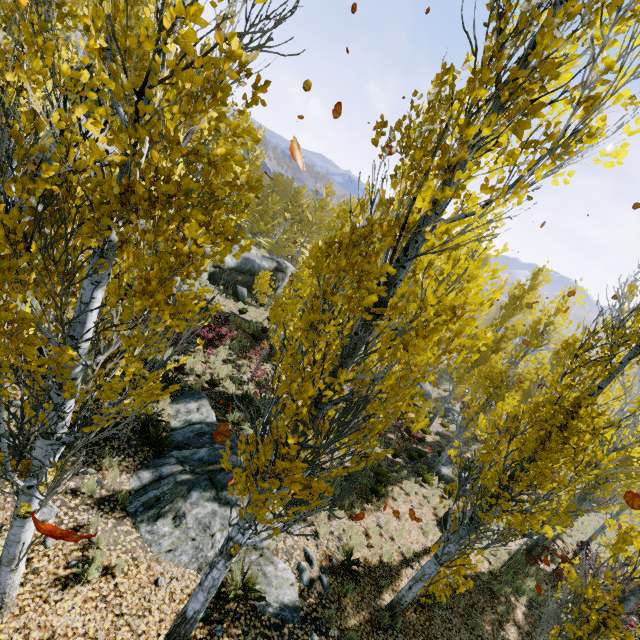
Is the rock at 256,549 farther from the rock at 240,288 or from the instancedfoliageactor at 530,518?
the rock at 240,288

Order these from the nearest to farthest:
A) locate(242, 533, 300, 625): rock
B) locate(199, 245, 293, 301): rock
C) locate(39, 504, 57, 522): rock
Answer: locate(39, 504, 57, 522): rock
locate(242, 533, 300, 625): rock
locate(199, 245, 293, 301): rock

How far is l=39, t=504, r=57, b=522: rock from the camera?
5.4 meters

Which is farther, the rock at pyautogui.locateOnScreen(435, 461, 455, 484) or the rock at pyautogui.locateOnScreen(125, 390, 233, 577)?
the rock at pyautogui.locateOnScreen(435, 461, 455, 484)

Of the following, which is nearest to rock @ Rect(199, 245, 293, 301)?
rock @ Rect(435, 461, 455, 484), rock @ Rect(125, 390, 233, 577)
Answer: rock @ Rect(125, 390, 233, 577)

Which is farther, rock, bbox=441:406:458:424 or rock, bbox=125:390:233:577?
rock, bbox=441:406:458:424

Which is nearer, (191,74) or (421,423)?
(191,74)

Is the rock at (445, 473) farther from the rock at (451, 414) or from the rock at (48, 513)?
the rock at (48, 513)
